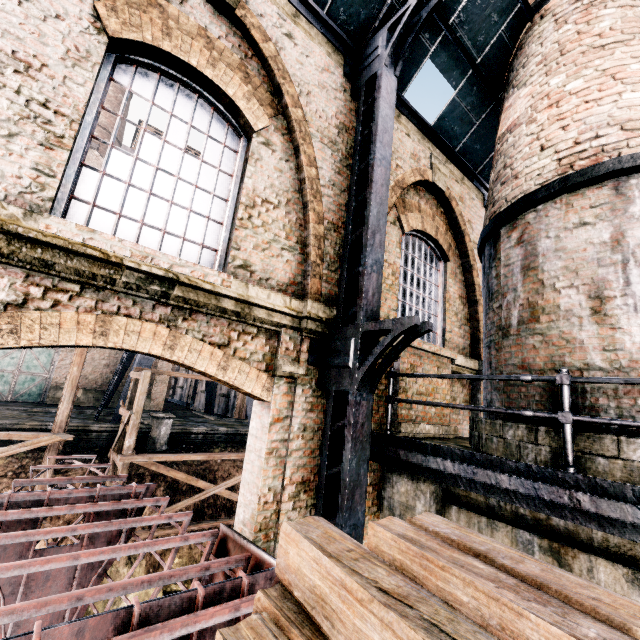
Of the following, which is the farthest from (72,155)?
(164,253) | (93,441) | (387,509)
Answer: (93,441)

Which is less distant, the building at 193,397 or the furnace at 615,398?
the furnace at 615,398

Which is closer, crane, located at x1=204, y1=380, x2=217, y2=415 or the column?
the column

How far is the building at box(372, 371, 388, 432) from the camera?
6.3 meters

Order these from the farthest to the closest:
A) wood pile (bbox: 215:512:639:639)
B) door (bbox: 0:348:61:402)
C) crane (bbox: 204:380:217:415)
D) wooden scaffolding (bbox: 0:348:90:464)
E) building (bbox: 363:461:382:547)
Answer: crane (bbox: 204:380:217:415)
door (bbox: 0:348:61:402)
wooden scaffolding (bbox: 0:348:90:464)
building (bbox: 363:461:382:547)
wood pile (bbox: 215:512:639:639)

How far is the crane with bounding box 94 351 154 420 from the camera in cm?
1986

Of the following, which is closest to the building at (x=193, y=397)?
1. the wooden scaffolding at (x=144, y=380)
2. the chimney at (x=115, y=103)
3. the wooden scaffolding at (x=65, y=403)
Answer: the chimney at (x=115, y=103)

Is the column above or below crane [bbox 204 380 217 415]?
below
